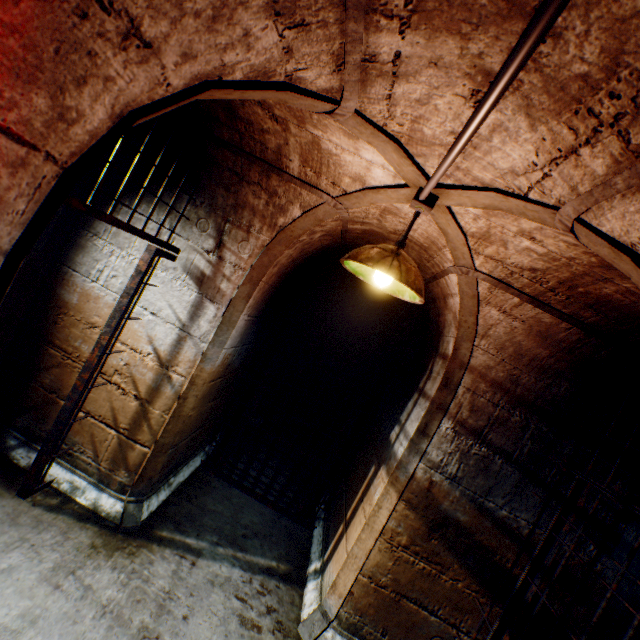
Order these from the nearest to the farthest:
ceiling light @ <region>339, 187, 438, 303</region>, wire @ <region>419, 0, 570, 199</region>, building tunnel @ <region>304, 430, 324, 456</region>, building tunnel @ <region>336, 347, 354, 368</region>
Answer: wire @ <region>419, 0, 570, 199</region> → ceiling light @ <region>339, 187, 438, 303</region> → building tunnel @ <region>304, 430, 324, 456</region> → building tunnel @ <region>336, 347, 354, 368</region>

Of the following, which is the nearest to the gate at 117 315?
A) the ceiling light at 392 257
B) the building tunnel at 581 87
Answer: the building tunnel at 581 87

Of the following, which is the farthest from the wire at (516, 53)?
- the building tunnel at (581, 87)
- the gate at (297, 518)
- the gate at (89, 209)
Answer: the gate at (297, 518)

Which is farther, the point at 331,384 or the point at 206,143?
the point at 331,384

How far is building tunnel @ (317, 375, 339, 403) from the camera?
6.9 meters

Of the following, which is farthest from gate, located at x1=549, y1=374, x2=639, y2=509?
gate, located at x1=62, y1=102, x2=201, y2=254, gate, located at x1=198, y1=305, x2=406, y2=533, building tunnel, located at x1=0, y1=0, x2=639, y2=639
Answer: gate, located at x1=62, y1=102, x2=201, y2=254

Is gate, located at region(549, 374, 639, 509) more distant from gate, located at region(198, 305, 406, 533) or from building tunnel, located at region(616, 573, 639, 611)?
gate, located at region(198, 305, 406, 533)
